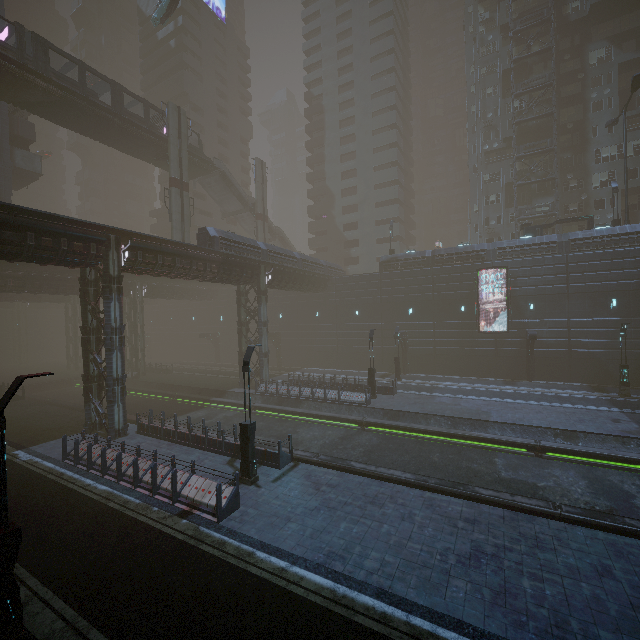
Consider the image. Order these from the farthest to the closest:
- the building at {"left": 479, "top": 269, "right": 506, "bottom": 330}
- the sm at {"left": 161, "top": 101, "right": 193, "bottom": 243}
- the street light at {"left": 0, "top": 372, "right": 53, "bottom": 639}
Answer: the sm at {"left": 161, "top": 101, "right": 193, "bottom": 243} → the building at {"left": 479, "top": 269, "right": 506, "bottom": 330} → the street light at {"left": 0, "top": 372, "right": 53, "bottom": 639}

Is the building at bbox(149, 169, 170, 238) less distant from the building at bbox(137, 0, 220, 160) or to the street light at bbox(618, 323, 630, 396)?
the building at bbox(137, 0, 220, 160)

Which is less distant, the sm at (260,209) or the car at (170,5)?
the car at (170,5)

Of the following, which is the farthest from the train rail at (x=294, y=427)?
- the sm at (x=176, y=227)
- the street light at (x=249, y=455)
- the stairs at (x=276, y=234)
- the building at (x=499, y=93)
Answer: the stairs at (x=276, y=234)

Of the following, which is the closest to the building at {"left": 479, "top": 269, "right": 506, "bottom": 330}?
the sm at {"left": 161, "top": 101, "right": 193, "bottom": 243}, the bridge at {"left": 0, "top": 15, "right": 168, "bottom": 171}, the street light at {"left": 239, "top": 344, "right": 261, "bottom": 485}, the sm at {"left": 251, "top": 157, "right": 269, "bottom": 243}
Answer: the street light at {"left": 239, "top": 344, "right": 261, "bottom": 485}

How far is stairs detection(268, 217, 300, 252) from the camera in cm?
5232

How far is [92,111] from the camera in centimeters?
2958cm

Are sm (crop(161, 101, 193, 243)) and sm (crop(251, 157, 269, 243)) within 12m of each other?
yes
